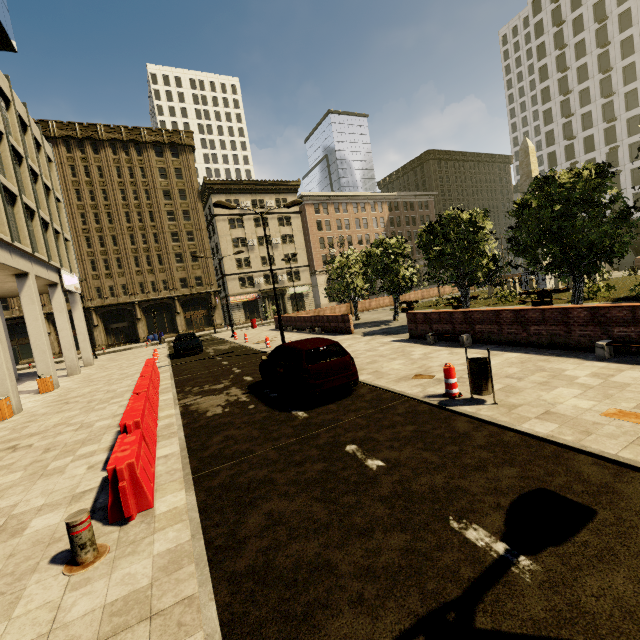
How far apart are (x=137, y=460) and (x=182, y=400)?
6.1m

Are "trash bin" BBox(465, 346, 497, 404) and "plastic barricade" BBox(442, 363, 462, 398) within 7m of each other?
yes

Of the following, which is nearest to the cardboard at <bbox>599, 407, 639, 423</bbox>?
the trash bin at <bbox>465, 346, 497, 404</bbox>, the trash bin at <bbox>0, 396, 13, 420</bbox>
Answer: the trash bin at <bbox>465, 346, 497, 404</bbox>

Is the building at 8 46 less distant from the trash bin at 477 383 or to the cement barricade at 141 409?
the cement barricade at 141 409

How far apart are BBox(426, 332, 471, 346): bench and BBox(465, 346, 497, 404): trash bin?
5.0m

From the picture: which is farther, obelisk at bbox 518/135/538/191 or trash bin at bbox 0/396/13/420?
obelisk at bbox 518/135/538/191

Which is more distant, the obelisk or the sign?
the obelisk

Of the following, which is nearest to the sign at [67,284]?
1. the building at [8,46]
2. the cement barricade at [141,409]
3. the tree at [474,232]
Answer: the building at [8,46]
